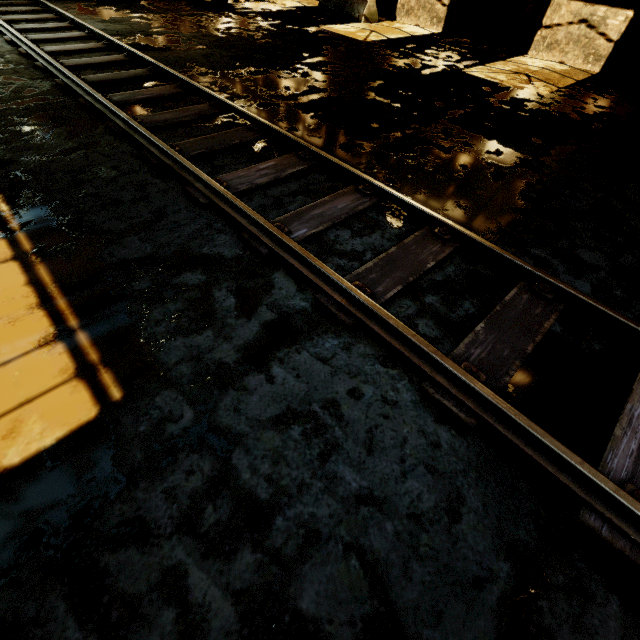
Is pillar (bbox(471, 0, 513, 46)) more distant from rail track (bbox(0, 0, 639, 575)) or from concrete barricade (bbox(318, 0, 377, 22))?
rail track (bbox(0, 0, 639, 575))

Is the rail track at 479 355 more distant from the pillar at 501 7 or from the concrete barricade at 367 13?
the pillar at 501 7

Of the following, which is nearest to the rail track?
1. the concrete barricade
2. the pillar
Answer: the concrete barricade

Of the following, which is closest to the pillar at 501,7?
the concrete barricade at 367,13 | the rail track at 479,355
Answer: the concrete barricade at 367,13

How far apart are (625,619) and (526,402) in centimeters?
105cm

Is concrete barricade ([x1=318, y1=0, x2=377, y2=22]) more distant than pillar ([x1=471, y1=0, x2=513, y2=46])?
Yes

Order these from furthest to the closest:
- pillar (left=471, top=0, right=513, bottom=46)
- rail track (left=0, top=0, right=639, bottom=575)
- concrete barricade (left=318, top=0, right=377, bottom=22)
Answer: concrete barricade (left=318, top=0, right=377, bottom=22)
pillar (left=471, top=0, right=513, bottom=46)
rail track (left=0, top=0, right=639, bottom=575)

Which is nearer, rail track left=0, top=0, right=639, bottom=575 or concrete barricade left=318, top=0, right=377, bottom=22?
rail track left=0, top=0, right=639, bottom=575
